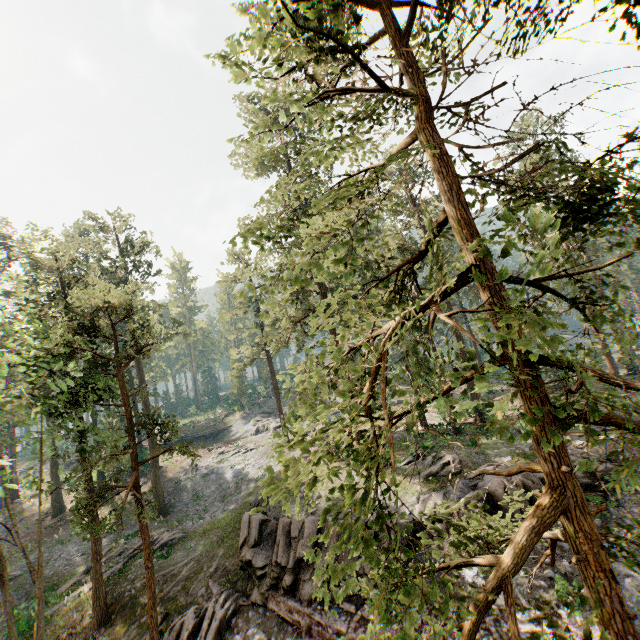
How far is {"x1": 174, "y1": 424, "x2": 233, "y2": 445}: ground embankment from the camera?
51.5 meters

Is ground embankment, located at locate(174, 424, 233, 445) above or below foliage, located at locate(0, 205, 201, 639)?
below

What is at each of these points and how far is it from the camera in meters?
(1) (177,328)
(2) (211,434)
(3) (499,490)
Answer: (1) foliage, 35.4
(2) ground embankment, 52.8
(3) rock, 16.2

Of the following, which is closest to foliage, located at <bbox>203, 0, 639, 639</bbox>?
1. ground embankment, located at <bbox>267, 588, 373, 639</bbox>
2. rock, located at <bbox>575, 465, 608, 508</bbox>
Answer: rock, located at <bbox>575, 465, 608, 508</bbox>

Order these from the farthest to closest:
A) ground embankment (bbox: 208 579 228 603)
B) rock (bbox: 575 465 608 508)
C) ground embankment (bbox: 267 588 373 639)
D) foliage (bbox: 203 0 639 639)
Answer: ground embankment (bbox: 208 579 228 603) < rock (bbox: 575 465 608 508) < ground embankment (bbox: 267 588 373 639) < foliage (bbox: 203 0 639 639)

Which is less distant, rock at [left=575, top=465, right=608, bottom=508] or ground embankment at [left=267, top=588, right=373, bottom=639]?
ground embankment at [left=267, top=588, right=373, bottom=639]

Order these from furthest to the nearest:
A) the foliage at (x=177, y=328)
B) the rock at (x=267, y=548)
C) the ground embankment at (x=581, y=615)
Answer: the rock at (x=267, y=548) < the foliage at (x=177, y=328) < the ground embankment at (x=581, y=615)

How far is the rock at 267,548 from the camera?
16.30m
